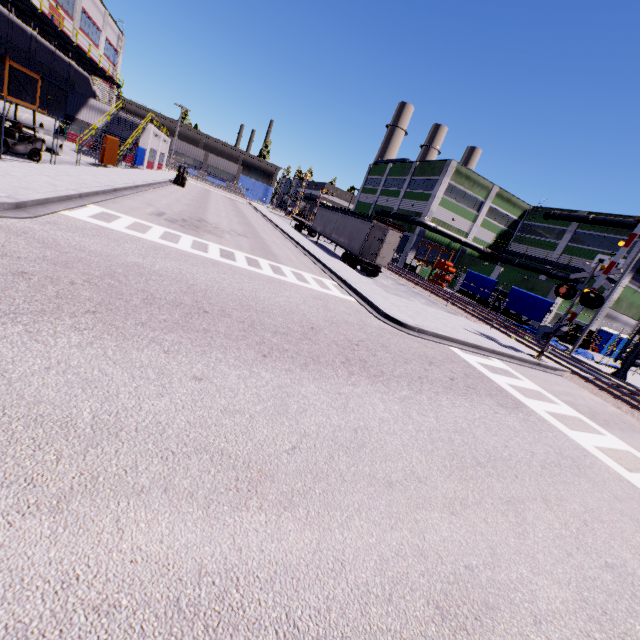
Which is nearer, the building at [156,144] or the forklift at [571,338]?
the forklift at [571,338]

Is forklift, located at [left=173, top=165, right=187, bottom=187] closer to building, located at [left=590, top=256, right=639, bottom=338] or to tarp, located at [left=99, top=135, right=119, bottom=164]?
tarp, located at [left=99, top=135, right=119, bottom=164]

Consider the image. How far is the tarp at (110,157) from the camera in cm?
2215

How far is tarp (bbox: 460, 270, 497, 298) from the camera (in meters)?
30.95

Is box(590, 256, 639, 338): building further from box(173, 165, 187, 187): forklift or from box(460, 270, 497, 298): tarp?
box(173, 165, 187, 187): forklift

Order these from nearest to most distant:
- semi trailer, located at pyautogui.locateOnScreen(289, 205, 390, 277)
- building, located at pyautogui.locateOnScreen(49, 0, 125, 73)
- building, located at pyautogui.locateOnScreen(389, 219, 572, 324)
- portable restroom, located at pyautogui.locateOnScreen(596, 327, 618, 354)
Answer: semi trailer, located at pyautogui.locateOnScreen(289, 205, 390, 277) → building, located at pyautogui.locateOnScreen(49, 0, 125, 73) → building, located at pyautogui.locateOnScreen(389, 219, 572, 324) → portable restroom, located at pyautogui.locateOnScreen(596, 327, 618, 354)

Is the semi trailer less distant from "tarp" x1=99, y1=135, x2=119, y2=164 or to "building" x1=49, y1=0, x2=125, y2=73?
"building" x1=49, y1=0, x2=125, y2=73

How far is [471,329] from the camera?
16.7 meters
